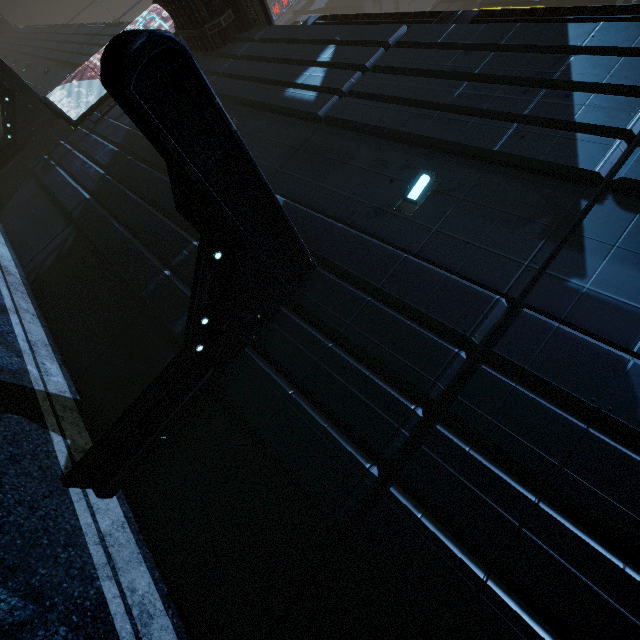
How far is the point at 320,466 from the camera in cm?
415
